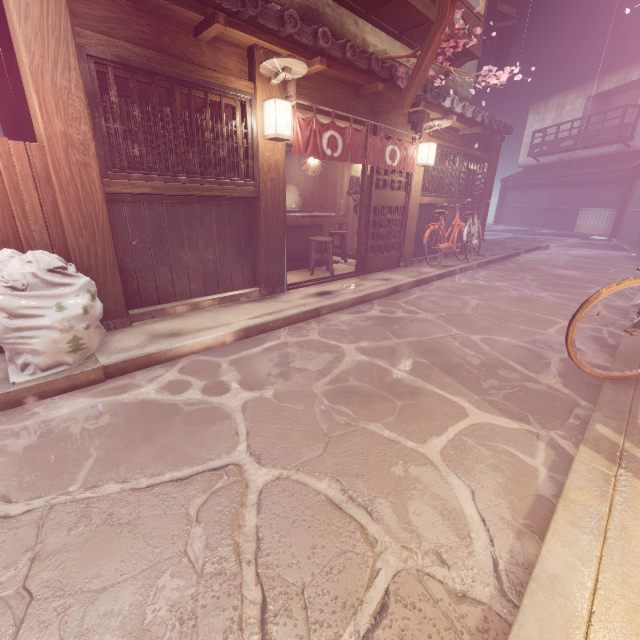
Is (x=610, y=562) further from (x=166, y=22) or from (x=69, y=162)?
(x=166, y=22)

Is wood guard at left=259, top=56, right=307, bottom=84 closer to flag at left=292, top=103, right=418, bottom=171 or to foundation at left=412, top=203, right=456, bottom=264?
flag at left=292, top=103, right=418, bottom=171

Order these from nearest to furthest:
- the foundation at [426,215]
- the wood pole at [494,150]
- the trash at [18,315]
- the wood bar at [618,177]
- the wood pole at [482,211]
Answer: the trash at [18,315] → the foundation at [426,215] → the wood pole at [494,150] → the wood pole at [482,211] → the wood bar at [618,177]

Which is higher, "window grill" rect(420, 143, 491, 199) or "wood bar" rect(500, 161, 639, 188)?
"wood bar" rect(500, 161, 639, 188)

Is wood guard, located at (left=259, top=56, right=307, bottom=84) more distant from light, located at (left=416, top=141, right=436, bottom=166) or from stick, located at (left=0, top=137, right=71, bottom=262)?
light, located at (left=416, top=141, right=436, bottom=166)

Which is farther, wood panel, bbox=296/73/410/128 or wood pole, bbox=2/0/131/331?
wood panel, bbox=296/73/410/128

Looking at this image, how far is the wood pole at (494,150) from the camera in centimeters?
1712cm

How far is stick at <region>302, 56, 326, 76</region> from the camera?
7.8 meters
